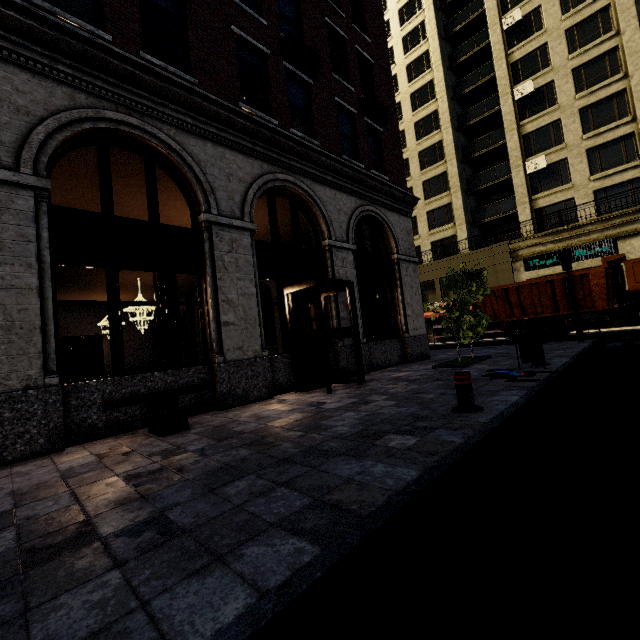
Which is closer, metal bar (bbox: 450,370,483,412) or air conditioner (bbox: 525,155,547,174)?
metal bar (bbox: 450,370,483,412)

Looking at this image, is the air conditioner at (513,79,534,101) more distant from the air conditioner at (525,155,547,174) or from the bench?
the bench

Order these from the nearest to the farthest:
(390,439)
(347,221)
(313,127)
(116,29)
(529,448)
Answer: (529,448) → (390,439) → (116,29) → (313,127) → (347,221)

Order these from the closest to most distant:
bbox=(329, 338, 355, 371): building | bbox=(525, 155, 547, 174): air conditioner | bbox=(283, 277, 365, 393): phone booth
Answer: bbox=(283, 277, 365, 393): phone booth
bbox=(329, 338, 355, 371): building
bbox=(525, 155, 547, 174): air conditioner

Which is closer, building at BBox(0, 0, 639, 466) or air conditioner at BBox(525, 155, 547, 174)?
building at BBox(0, 0, 639, 466)

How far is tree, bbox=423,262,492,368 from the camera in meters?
9.8 m

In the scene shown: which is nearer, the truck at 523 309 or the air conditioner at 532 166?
the truck at 523 309

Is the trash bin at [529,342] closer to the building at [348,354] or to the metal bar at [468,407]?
the metal bar at [468,407]
